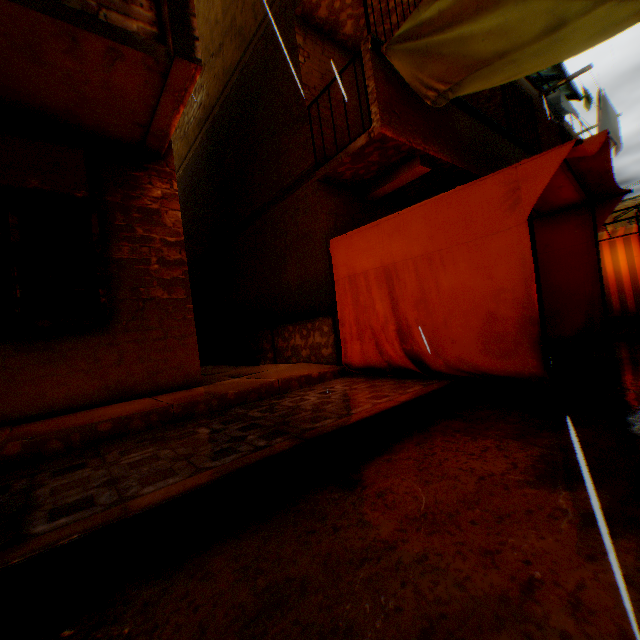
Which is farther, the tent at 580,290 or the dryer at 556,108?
the dryer at 556,108

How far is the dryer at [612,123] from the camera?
9.5m

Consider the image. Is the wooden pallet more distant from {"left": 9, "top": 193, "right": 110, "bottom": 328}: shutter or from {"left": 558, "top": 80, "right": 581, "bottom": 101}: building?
{"left": 9, "top": 193, "right": 110, "bottom": 328}: shutter

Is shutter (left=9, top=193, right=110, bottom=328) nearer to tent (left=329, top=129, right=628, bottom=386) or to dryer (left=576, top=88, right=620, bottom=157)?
tent (left=329, top=129, right=628, bottom=386)

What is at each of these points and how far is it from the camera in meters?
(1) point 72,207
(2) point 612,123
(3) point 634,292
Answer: (1) shutter, 4.0
(2) dryer, 10.2
(3) tent, 8.3

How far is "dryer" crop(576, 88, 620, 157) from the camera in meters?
9.5 m

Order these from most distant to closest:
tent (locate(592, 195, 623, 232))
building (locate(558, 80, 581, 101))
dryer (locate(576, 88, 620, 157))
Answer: building (locate(558, 80, 581, 101)) → dryer (locate(576, 88, 620, 157)) → tent (locate(592, 195, 623, 232))
